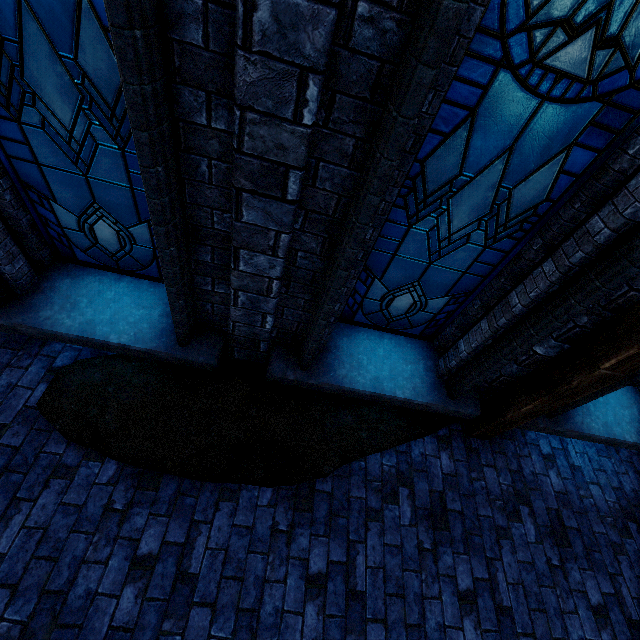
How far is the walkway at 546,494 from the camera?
3.9 meters

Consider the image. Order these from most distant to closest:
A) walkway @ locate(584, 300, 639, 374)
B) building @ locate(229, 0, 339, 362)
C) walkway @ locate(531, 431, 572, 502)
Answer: walkway @ locate(531, 431, 572, 502), walkway @ locate(584, 300, 639, 374), building @ locate(229, 0, 339, 362)

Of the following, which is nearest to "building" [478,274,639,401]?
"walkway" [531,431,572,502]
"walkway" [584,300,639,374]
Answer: "walkway" [584,300,639,374]

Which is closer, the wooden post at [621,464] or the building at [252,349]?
the building at [252,349]

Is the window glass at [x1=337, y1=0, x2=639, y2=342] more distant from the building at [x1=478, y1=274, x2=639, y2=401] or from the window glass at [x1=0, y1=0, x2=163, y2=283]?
the window glass at [x1=0, y1=0, x2=163, y2=283]

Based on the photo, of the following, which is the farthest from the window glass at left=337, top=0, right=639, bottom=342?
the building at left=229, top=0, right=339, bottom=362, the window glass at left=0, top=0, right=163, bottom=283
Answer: the window glass at left=0, top=0, right=163, bottom=283

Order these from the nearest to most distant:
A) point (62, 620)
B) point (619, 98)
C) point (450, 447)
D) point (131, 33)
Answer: point (131, 33) < point (619, 98) < point (62, 620) < point (450, 447)

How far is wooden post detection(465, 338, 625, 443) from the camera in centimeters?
282cm
